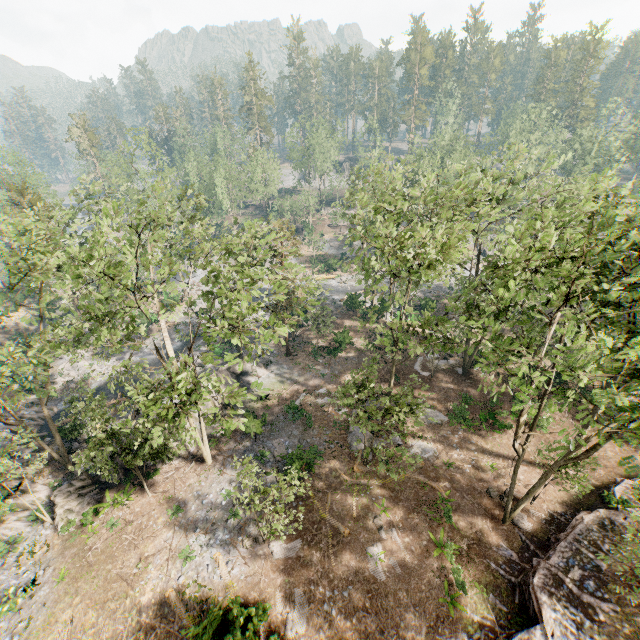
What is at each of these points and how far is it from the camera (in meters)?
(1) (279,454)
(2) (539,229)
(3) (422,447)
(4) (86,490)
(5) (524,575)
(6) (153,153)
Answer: (1) foliage, 25.12
(2) foliage, 42.09
(3) rock, 25.14
(4) rock, 22.38
(5) ground embankment, 17.25
(6) foliage, 43.69

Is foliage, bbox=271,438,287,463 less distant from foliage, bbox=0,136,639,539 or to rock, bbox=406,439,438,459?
foliage, bbox=0,136,639,539

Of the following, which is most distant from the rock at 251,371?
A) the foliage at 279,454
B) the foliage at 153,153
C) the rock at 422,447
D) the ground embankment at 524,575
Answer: the ground embankment at 524,575

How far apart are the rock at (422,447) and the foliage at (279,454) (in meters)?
9.30

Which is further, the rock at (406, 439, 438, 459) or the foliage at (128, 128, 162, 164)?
the foliage at (128, 128, 162, 164)

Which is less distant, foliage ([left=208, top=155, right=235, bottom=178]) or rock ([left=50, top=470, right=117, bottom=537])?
rock ([left=50, top=470, right=117, bottom=537])

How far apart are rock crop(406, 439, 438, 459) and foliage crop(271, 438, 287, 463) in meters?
9.3
